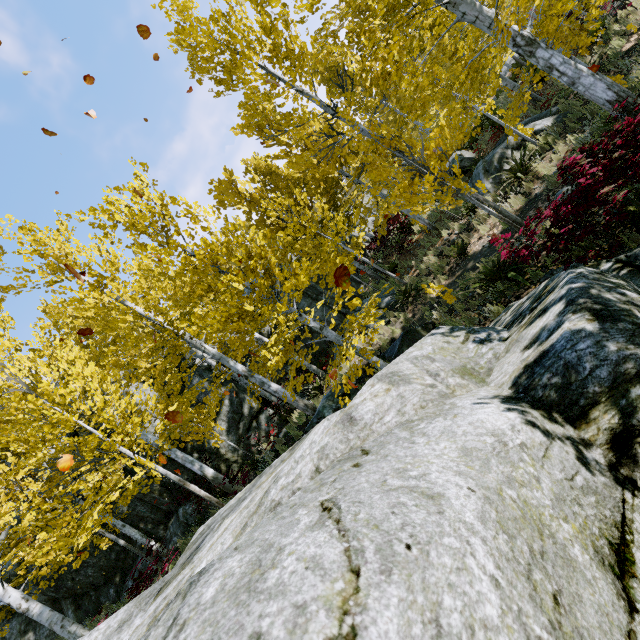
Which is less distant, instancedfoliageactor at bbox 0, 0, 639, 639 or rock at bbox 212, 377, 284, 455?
instancedfoliageactor at bbox 0, 0, 639, 639

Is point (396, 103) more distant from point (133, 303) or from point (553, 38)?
point (133, 303)

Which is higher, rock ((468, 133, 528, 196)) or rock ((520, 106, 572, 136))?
rock ((468, 133, 528, 196))

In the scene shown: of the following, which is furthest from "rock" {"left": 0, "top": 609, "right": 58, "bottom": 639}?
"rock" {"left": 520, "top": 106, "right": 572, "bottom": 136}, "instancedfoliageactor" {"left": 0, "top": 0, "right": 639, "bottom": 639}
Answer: "rock" {"left": 520, "top": 106, "right": 572, "bottom": 136}

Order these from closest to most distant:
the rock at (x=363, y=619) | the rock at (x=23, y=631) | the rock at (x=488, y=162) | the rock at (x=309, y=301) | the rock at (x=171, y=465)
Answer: the rock at (x=363, y=619), the rock at (x=488, y=162), the rock at (x=23, y=631), the rock at (x=171, y=465), the rock at (x=309, y=301)

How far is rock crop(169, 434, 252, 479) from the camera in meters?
12.9

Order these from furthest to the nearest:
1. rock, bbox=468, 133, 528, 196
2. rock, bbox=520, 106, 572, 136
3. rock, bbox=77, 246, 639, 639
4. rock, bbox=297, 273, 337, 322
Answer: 1. rock, bbox=297, 273, 337, 322
2. rock, bbox=468, 133, 528, 196
3. rock, bbox=520, 106, 572, 136
4. rock, bbox=77, 246, 639, 639

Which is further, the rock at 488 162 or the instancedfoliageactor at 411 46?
the rock at 488 162
